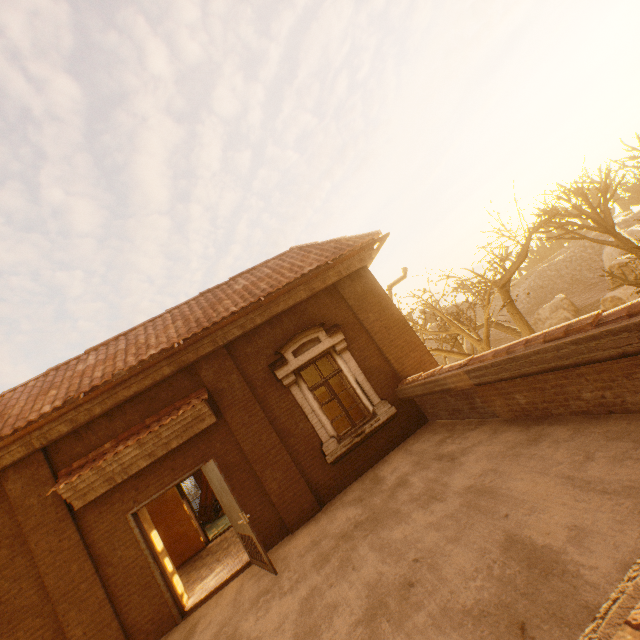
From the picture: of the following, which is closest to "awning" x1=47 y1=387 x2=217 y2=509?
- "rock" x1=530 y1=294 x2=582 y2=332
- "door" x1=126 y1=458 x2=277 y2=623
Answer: "door" x1=126 y1=458 x2=277 y2=623

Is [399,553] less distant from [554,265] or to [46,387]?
[46,387]

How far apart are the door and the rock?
37.9m

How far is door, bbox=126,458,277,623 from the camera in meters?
5.5 m

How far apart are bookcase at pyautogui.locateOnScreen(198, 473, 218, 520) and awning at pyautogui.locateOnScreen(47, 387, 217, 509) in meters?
9.4

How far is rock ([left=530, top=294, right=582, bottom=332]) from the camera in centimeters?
3356cm

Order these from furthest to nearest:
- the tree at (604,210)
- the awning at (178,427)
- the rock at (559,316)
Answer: the rock at (559,316) < the tree at (604,210) < the awning at (178,427)

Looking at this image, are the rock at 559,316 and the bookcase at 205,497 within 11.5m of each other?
no
